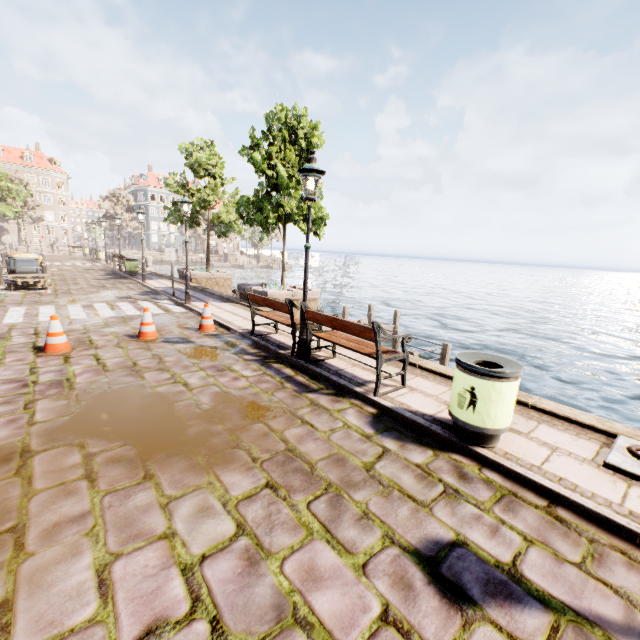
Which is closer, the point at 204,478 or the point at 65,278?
the point at 204,478

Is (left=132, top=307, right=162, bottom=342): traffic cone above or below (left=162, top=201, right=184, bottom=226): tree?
below

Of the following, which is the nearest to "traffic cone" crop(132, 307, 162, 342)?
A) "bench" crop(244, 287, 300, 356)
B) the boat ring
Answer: "bench" crop(244, 287, 300, 356)

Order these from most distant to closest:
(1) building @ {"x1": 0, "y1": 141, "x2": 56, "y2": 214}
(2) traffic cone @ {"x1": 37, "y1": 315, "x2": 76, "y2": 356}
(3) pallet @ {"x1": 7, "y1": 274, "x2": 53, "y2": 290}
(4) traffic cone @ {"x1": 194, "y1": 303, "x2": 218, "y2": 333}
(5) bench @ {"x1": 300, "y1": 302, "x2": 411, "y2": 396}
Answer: (1) building @ {"x1": 0, "y1": 141, "x2": 56, "y2": 214}
(3) pallet @ {"x1": 7, "y1": 274, "x2": 53, "y2": 290}
(4) traffic cone @ {"x1": 194, "y1": 303, "x2": 218, "y2": 333}
(2) traffic cone @ {"x1": 37, "y1": 315, "x2": 76, "y2": 356}
(5) bench @ {"x1": 300, "y1": 302, "x2": 411, "y2": 396}

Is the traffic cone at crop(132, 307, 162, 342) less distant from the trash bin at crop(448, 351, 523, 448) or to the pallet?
the trash bin at crop(448, 351, 523, 448)

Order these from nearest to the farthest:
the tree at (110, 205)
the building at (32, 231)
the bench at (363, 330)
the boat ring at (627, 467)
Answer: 1. the boat ring at (627, 467)
2. the bench at (363, 330)
3. the tree at (110, 205)
4. the building at (32, 231)

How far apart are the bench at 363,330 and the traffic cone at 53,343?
4.6 meters

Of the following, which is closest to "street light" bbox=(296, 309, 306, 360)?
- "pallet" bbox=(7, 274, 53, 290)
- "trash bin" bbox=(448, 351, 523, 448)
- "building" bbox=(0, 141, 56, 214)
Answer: "trash bin" bbox=(448, 351, 523, 448)
